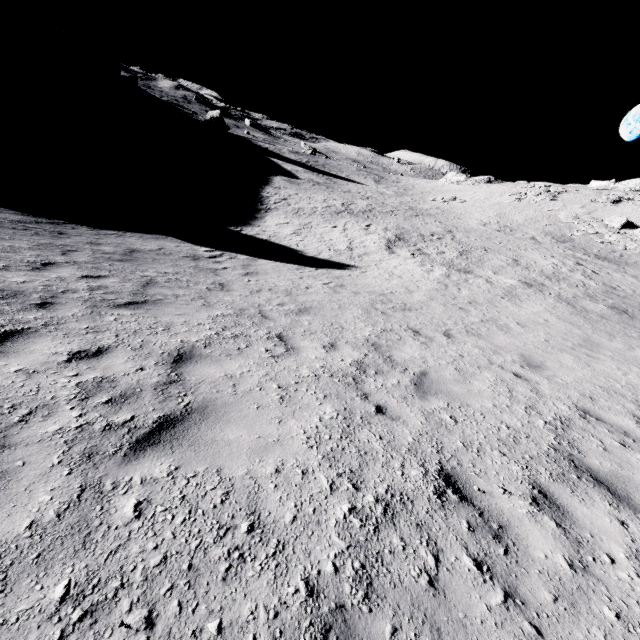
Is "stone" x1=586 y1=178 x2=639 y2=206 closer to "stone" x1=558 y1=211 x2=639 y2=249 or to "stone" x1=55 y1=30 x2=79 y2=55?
"stone" x1=558 y1=211 x2=639 y2=249

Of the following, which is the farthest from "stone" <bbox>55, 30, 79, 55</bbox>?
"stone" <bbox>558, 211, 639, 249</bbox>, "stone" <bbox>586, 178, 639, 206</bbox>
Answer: "stone" <bbox>586, 178, 639, 206</bbox>

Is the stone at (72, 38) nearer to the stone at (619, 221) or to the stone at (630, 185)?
the stone at (619, 221)

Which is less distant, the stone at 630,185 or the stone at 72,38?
the stone at 630,185

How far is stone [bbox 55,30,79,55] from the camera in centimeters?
5809cm

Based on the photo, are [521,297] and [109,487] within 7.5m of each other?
no
